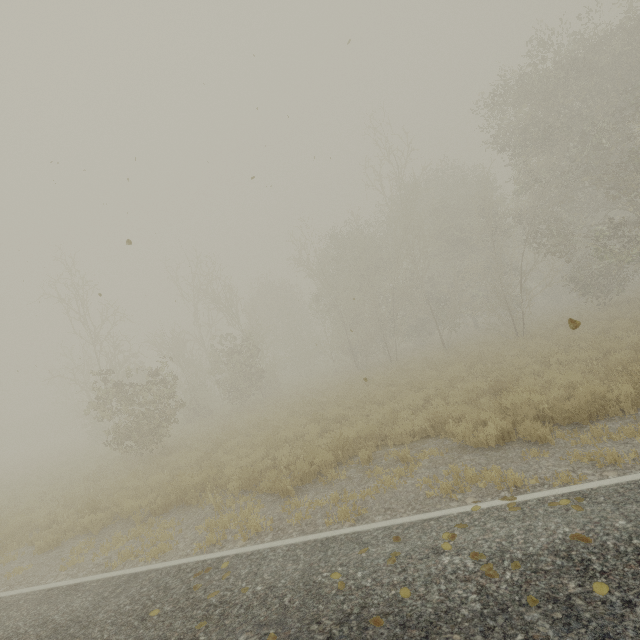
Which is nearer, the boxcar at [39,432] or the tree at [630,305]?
the tree at [630,305]

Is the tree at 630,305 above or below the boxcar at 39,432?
below

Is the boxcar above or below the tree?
above

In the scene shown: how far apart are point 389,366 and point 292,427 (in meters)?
11.80

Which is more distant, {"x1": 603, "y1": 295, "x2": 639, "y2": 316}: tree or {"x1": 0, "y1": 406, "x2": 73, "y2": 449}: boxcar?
{"x1": 0, "y1": 406, "x2": 73, "y2": 449}: boxcar
